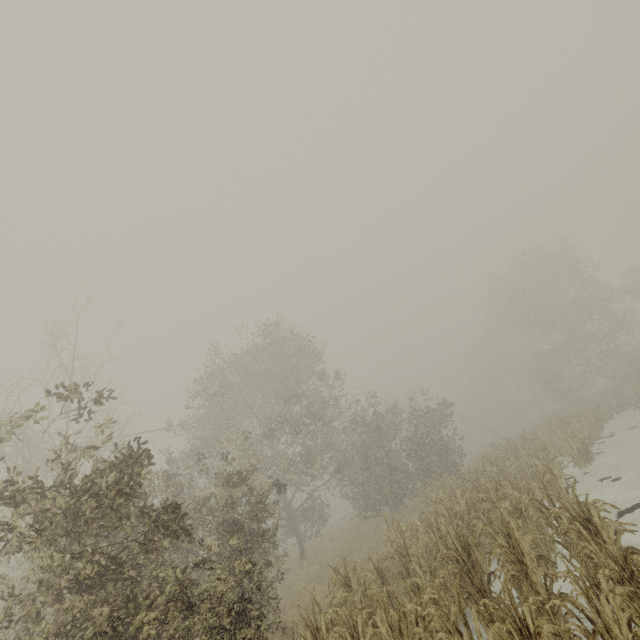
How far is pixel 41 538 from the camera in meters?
4.5
